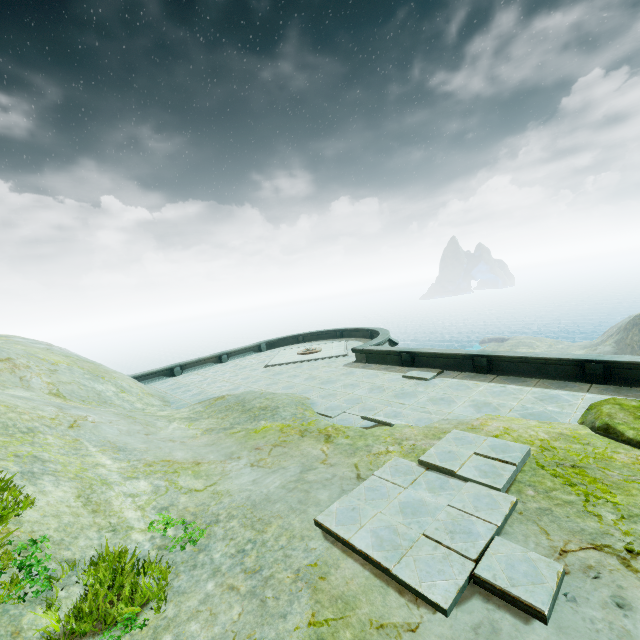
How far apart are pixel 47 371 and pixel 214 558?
12.7m
